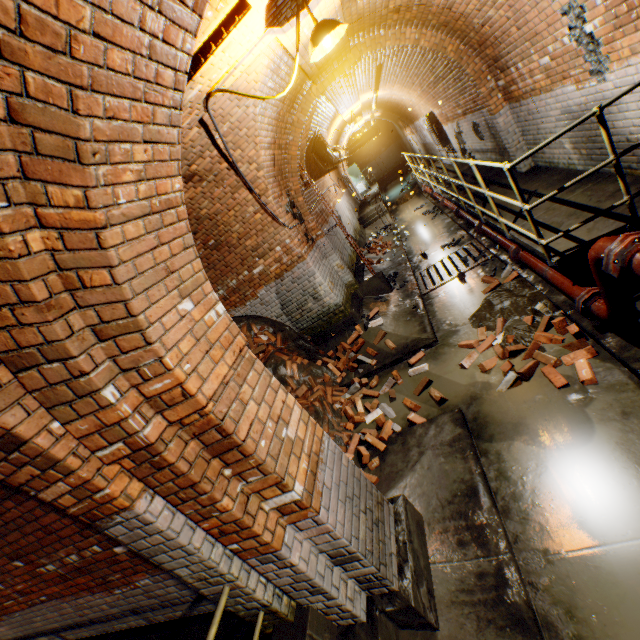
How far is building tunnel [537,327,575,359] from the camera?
3.9m

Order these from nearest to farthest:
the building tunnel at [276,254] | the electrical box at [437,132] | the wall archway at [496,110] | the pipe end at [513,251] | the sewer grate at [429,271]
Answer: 1. the building tunnel at [276,254]
2. the pipe end at [513,251]
3. the wall archway at [496,110]
4. the sewer grate at [429,271]
5. the electrical box at [437,132]

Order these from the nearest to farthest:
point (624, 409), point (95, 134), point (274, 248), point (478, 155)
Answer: point (95, 134), point (624, 409), point (274, 248), point (478, 155)

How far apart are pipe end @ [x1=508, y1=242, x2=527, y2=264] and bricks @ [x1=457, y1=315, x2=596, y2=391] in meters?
1.2

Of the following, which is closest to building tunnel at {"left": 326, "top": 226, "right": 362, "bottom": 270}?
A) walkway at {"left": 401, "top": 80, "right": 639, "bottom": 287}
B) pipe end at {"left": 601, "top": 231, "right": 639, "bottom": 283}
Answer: walkway at {"left": 401, "top": 80, "right": 639, "bottom": 287}

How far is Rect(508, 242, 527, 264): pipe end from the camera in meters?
5.2 m

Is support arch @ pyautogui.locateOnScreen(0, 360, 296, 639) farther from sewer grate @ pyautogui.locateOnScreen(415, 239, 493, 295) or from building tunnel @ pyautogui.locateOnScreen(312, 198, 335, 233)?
sewer grate @ pyautogui.locateOnScreen(415, 239, 493, 295)

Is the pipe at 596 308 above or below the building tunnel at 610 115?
below
